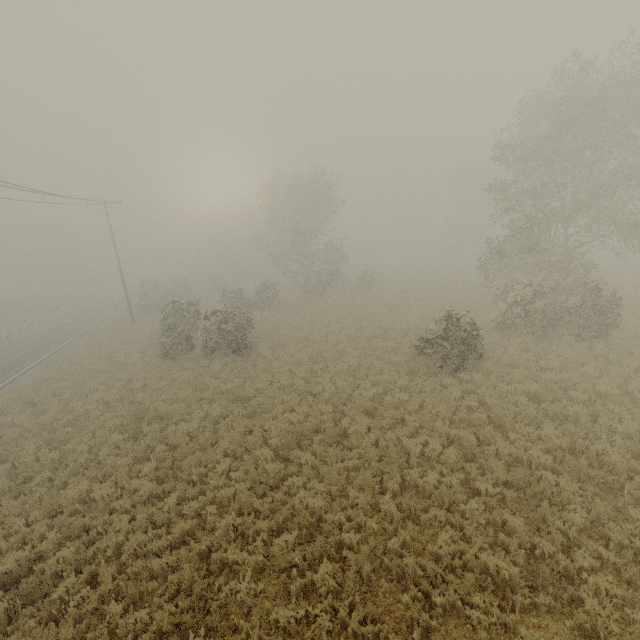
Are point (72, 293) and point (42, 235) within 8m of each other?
no
